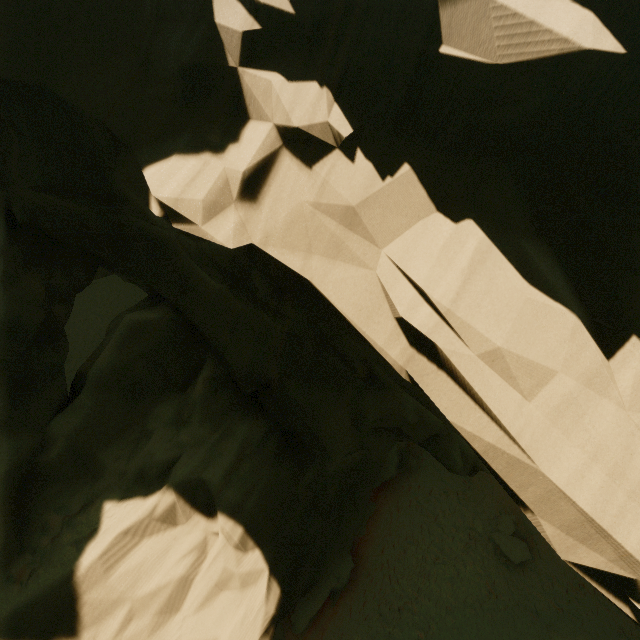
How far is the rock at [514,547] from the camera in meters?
16.3

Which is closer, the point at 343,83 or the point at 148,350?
the point at 343,83

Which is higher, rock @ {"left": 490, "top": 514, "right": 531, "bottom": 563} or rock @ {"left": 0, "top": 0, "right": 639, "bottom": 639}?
rock @ {"left": 0, "top": 0, "right": 639, "bottom": 639}

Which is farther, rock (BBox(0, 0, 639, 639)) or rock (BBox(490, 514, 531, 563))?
rock (BBox(490, 514, 531, 563))

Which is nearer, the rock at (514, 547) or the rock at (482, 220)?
the rock at (482, 220)

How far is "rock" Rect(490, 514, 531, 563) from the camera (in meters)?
16.27
